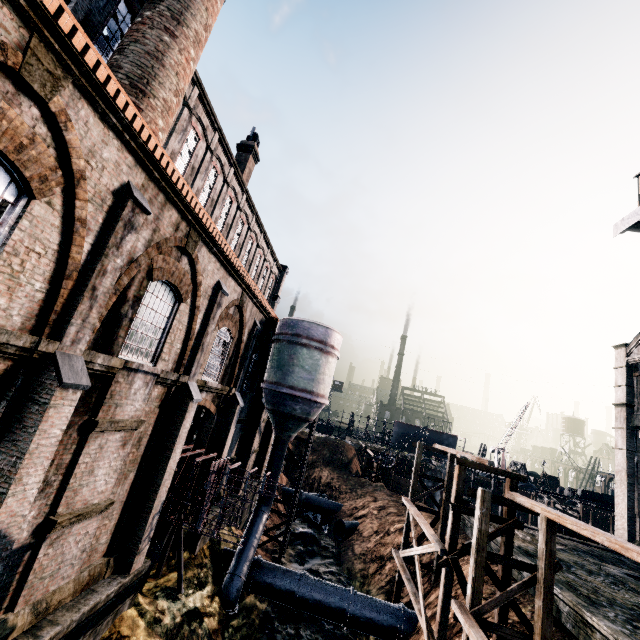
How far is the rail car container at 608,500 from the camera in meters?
57.8

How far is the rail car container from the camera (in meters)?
57.75

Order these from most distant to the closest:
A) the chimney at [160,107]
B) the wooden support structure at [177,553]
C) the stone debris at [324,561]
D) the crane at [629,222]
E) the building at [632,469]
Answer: the stone debris at [324,561] < the building at [632,469] < the crane at [629,222] < the wooden support structure at [177,553] < the chimney at [160,107]

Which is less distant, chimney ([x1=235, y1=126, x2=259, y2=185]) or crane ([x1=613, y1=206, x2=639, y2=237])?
crane ([x1=613, y1=206, x2=639, y2=237])

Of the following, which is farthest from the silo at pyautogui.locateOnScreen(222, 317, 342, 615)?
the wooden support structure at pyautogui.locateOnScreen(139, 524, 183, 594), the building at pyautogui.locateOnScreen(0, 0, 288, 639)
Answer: the wooden support structure at pyautogui.locateOnScreen(139, 524, 183, 594)

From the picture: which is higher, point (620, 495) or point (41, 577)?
point (620, 495)

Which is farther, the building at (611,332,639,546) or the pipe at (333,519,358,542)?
the pipe at (333,519,358,542)

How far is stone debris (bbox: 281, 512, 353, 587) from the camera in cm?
2419
